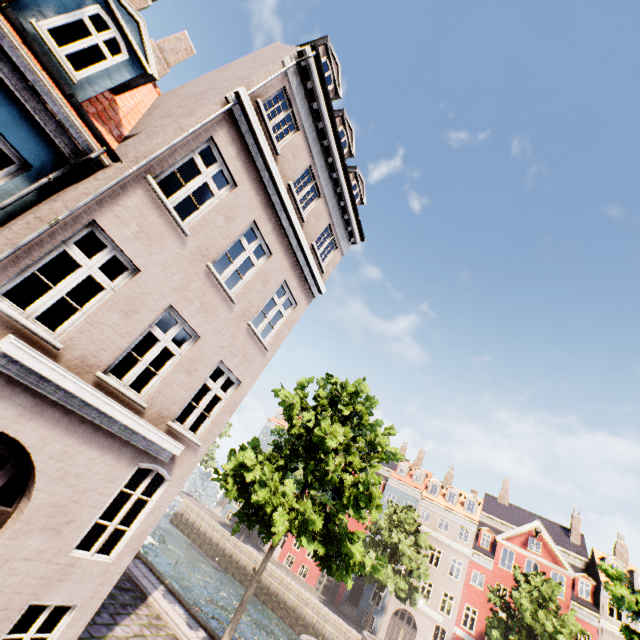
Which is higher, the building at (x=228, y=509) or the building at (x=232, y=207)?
the building at (x=232, y=207)

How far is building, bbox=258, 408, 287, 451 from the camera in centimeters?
4712cm

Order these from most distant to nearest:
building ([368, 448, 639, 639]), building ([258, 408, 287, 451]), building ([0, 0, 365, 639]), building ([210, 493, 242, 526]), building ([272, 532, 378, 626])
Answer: building ([258, 408, 287, 451]), building ([210, 493, 242, 526]), building ([272, 532, 378, 626]), building ([368, 448, 639, 639]), building ([0, 0, 365, 639])

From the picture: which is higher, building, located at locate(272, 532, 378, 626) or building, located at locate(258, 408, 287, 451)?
building, located at locate(258, 408, 287, 451)

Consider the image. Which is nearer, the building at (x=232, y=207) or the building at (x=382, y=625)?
the building at (x=232, y=207)

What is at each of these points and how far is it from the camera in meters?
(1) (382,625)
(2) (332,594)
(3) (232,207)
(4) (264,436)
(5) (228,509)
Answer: (1) building, 30.7
(2) building, 33.5
(3) building, 7.4
(4) building, 48.1
(5) building, 42.5
